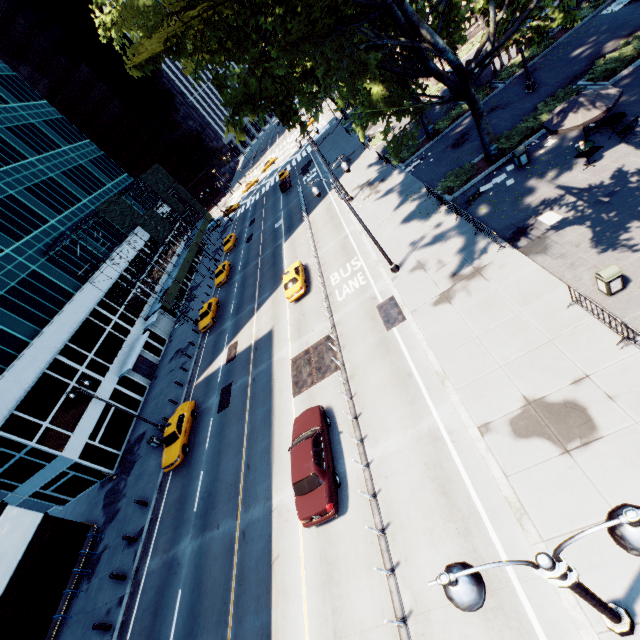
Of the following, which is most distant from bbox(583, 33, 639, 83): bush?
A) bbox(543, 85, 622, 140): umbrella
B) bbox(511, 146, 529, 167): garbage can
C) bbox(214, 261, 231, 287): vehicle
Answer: bbox(214, 261, 231, 287): vehicle

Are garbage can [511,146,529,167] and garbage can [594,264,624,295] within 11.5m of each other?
yes

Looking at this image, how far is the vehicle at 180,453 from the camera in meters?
21.9 m

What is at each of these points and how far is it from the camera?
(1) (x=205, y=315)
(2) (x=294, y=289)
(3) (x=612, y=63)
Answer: (1) vehicle, 35.38m
(2) vehicle, 25.44m
(3) bush, 18.69m

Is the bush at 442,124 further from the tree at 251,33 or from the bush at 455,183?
the bush at 455,183

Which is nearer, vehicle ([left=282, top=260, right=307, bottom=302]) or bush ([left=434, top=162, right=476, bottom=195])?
bush ([left=434, top=162, right=476, bottom=195])

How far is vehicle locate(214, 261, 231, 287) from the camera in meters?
41.0 m

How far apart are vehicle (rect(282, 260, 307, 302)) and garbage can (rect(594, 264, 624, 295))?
17.7m
